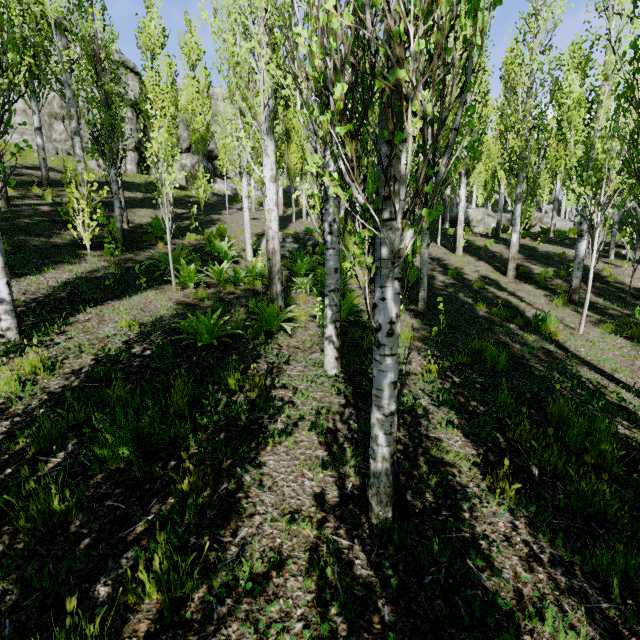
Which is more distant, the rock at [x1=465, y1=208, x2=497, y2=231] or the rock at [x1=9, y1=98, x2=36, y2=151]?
the rock at [x1=465, y1=208, x2=497, y2=231]

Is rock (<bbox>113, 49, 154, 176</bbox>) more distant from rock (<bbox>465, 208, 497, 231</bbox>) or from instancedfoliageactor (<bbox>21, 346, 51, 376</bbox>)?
rock (<bbox>465, 208, 497, 231</bbox>)

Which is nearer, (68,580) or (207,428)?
(68,580)

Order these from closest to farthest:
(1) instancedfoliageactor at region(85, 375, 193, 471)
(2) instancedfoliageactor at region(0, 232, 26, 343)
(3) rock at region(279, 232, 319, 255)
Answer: (1) instancedfoliageactor at region(85, 375, 193, 471), (2) instancedfoliageactor at region(0, 232, 26, 343), (3) rock at region(279, 232, 319, 255)

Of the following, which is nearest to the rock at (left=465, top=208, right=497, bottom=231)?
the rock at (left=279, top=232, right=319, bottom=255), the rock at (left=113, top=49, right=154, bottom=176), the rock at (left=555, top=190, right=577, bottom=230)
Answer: the rock at (left=555, top=190, right=577, bottom=230)

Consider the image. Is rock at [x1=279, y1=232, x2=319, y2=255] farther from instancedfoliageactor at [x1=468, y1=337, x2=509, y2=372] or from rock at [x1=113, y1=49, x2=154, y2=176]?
rock at [x1=113, y1=49, x2=154, y2=176]

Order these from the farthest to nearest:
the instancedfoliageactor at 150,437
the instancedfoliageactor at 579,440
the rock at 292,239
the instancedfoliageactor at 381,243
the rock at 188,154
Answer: the rock at 188,154, the rock at 292,239, the instancedfoliageactor at 579,440, the instancedfoliageactor at 150,437, the instancedfoliageactor at 381,243

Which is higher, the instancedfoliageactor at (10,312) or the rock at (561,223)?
the rock at (561,223)
